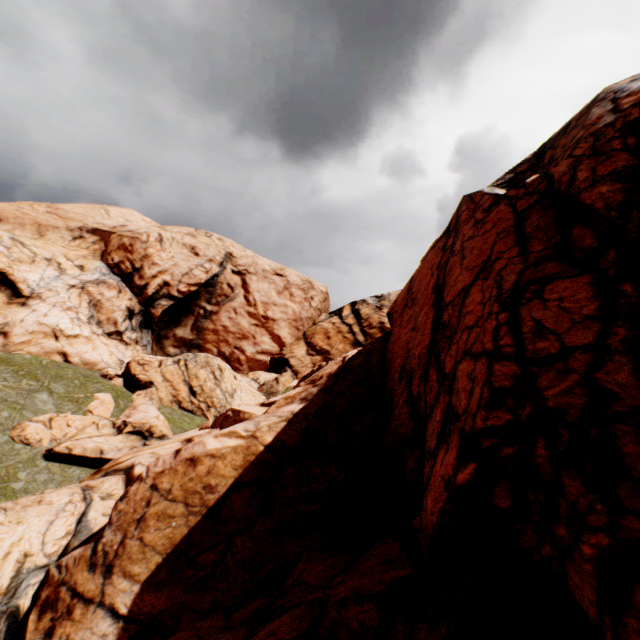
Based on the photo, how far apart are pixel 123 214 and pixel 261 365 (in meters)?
29.01
